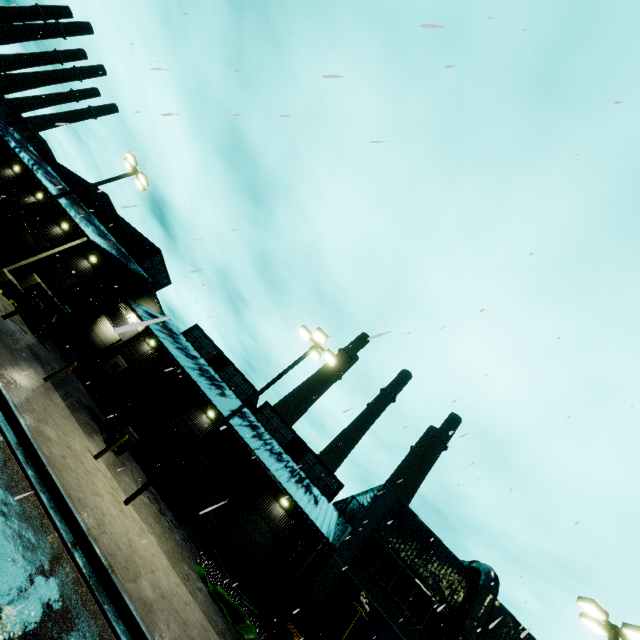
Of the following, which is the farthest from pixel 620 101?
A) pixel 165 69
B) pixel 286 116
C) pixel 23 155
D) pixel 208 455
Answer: pixel 23 155

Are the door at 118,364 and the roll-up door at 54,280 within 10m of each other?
yes

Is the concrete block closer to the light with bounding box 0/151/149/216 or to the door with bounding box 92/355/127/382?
the light with bounding box 0/151/149/216

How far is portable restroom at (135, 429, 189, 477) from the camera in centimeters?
2028cm

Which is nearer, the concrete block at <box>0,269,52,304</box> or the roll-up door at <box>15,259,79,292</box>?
the concrete block at <box>0,269,52,304</box>

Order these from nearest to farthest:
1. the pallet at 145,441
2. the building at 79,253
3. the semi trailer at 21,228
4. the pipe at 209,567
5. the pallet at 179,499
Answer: the pipe at 209,567, the pallet at 179,499, the pallet at 145,441, the building at 79,253, the semi trailer at 21,228

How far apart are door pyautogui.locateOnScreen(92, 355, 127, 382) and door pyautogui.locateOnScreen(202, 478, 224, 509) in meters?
12.6 m

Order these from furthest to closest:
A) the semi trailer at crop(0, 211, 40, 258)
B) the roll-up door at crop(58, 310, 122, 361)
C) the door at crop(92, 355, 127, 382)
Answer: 1. the door at crop(92, 355, 127, 382)
2. the roll-up door at crop(58, 310, 122, 361)
3. the semi trailer at crop(0, 211, 40, 258)
